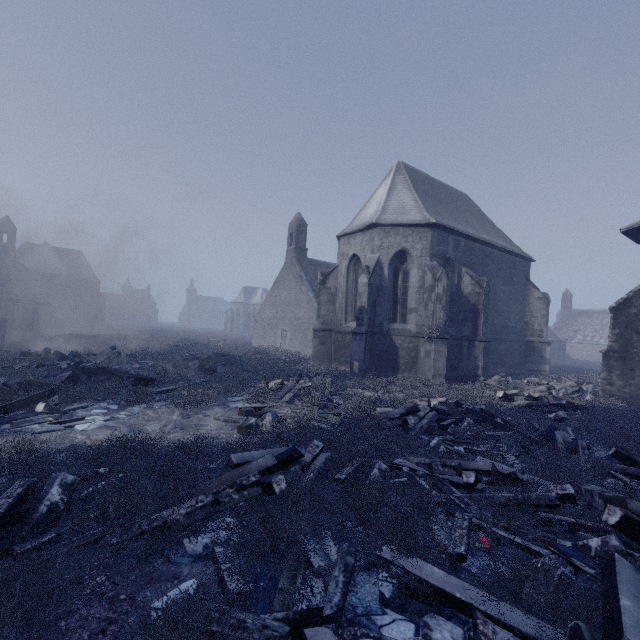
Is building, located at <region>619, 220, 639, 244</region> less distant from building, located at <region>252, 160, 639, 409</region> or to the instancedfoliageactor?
building, located at <region>252, 160, 639, 409</region>

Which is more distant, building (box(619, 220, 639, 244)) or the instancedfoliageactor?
building (box(619, 220, 639, 244))

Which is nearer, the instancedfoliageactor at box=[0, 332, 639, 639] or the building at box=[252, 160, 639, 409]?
the instancedfoliageactor at box=[0, 332, 639, 639]

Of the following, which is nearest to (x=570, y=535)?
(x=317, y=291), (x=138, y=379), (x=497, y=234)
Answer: (x=138, y=379)

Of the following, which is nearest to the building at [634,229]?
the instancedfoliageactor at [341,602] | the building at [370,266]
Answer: the building at [370,266]

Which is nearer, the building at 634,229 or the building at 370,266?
the building at 634,229

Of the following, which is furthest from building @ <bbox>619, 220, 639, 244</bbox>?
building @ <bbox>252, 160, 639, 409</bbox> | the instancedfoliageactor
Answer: the instancedfoliageactor
